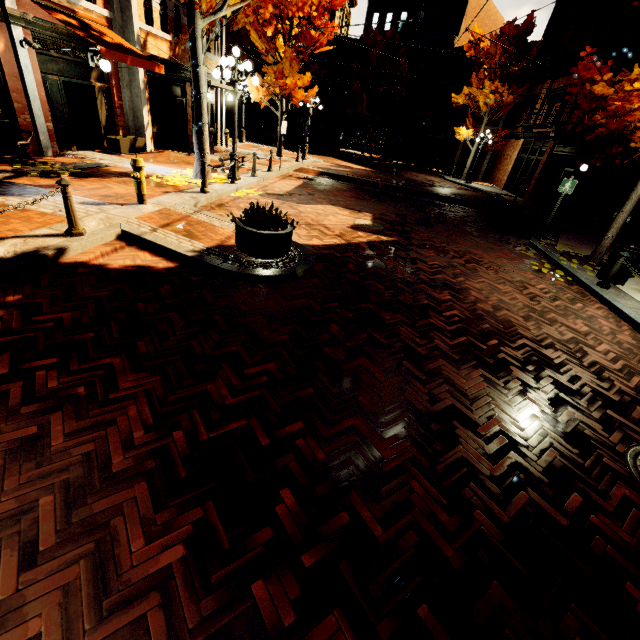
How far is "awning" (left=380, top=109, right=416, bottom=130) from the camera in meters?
30.0

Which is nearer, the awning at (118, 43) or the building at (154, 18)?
the awning at (118, 43)

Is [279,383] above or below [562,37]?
below

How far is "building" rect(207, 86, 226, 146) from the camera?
17.6m

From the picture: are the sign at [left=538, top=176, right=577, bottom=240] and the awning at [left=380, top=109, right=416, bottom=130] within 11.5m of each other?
no

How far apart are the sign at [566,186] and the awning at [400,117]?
24.4 meters

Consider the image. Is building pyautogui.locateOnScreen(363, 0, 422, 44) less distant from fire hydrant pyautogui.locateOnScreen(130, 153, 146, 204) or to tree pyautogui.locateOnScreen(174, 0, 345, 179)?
tree pyautogui.locateOnScreen(174, 0, 345, 179)
